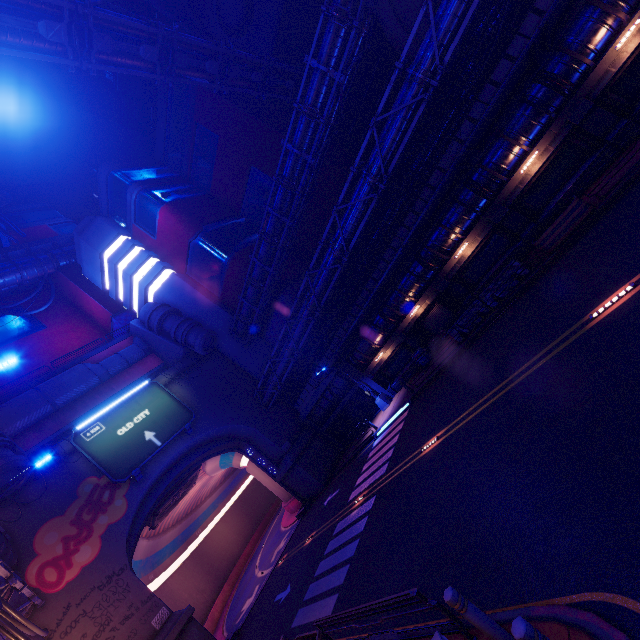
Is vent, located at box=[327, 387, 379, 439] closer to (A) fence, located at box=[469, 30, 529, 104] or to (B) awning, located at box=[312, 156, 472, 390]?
(A) fence, located at box=[469, 30, 529, 104]

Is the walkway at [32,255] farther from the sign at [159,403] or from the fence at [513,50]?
the fence at [513,50]

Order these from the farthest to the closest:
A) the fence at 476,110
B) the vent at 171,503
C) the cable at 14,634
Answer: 1. the vent at 171,503
2. the fence at 476,110
3. the cable at 14,634

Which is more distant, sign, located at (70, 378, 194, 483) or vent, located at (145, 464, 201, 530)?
vent, located at (145, 464, 201, 530)

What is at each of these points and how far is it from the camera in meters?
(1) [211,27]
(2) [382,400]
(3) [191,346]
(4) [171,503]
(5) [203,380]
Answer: (1) building, 31.0 m
(2) street light, 25.7 m
(3) building, 31.8 m
(4) vent, 32.0 m
(5) wall arch, 32.7 m

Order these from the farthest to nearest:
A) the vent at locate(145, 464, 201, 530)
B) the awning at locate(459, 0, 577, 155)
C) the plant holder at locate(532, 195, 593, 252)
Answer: the vent at locate(145, 464, 201, 530) → the plant holder at locate(532, 195, 593, 252) → the awning at locate(459, 0, 577, 155)

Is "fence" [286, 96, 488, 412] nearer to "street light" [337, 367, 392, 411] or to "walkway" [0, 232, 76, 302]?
"street light" [337, 367, 392, 411]

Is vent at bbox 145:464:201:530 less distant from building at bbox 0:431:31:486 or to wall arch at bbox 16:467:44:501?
wall arch at bbox 16:467:44:501
